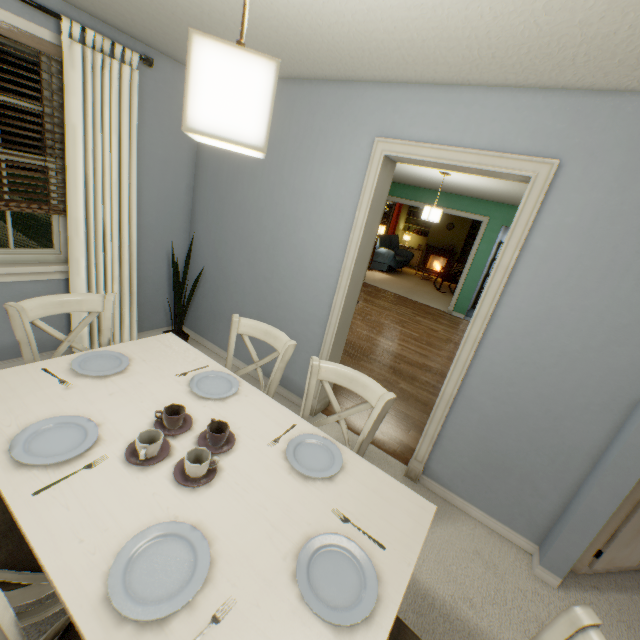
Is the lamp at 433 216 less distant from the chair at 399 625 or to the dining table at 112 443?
the dining table at 112 443

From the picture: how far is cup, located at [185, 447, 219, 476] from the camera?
1.1 meters

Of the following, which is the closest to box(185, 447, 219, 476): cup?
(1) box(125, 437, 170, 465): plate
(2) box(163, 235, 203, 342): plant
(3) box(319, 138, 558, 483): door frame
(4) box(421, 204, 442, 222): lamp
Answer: (1) box(125, 437, 170, 465): plate

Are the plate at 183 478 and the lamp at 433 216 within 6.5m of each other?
yes

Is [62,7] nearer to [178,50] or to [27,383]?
[178,50]

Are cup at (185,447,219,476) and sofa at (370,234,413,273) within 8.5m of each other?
no

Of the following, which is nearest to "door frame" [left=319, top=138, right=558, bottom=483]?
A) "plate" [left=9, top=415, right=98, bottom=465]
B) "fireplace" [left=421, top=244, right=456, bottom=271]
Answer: "plate" [left=9, top=415, right=98, bottom=465]

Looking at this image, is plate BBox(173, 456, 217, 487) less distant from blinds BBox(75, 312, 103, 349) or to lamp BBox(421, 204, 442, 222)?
blinds BBox(75, 312, 103, 349)
